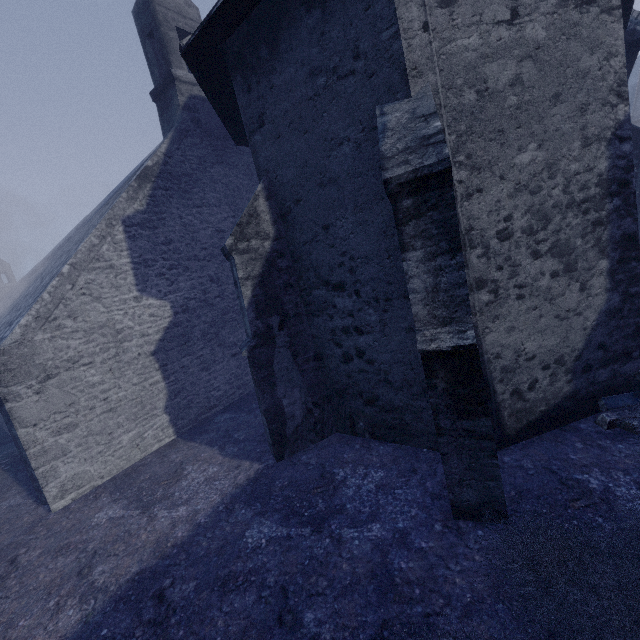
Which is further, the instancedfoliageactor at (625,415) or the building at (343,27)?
the instancedfoliageactor at (625,415)

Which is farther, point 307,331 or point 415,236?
point 307,331

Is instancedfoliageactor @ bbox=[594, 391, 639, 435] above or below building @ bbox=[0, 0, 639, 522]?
below

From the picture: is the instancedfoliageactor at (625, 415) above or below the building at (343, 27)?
below

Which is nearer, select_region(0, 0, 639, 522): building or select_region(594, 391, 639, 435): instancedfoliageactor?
select_region(0, 0, 639, 522): building
